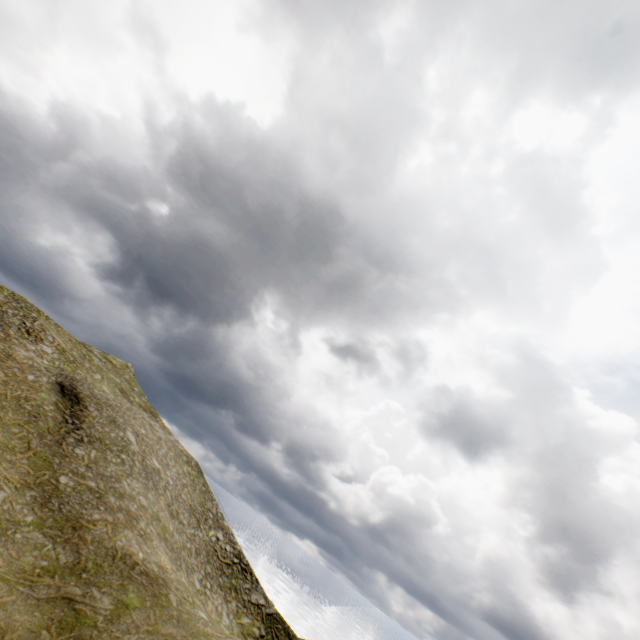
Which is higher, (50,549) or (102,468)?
(102,468)
